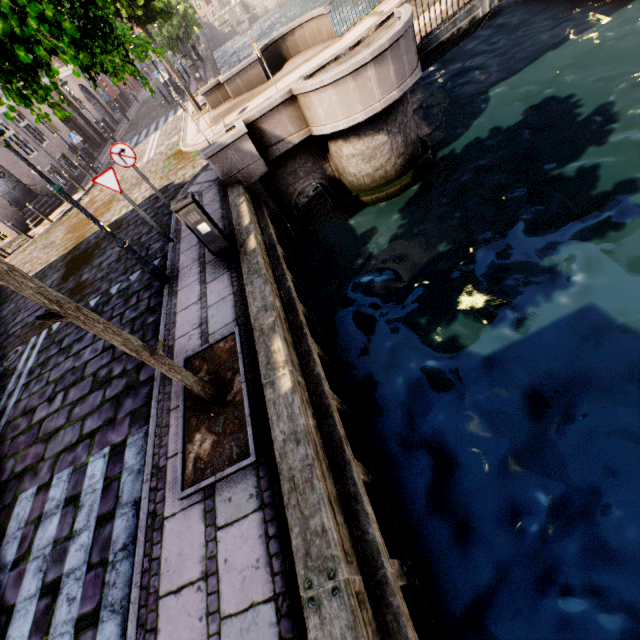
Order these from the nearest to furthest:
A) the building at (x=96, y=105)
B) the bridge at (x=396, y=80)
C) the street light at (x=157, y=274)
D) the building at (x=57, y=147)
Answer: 1. the street light at (x=157, y=274)
2. the bridge at (x=396, y=80)
3. the building at (x=57, y=147)
4. the building at (x=96, y=105)

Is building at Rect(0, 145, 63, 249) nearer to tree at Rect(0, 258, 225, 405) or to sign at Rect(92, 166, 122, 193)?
tree at Rect(0, 258, 225, 405)

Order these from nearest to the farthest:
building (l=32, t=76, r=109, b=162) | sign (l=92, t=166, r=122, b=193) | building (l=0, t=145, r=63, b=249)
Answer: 1. sign (l=92, t=166, r=122, b=193)
2. building (l=0, t=145, r=63, b=249)
3. building (l=32, t=76, r=109, b=162)

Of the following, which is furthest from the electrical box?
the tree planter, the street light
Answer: the tree planter

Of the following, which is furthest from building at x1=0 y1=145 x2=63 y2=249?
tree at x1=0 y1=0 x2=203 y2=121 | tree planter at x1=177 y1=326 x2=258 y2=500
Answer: tree planter at x1=177 y1=326 x2=258 y2=500

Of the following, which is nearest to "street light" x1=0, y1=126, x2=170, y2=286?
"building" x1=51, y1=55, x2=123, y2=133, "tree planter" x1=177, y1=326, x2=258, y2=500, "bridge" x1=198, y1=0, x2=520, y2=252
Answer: "tree planter" x1=177, y1=326, x2=258, y2=500

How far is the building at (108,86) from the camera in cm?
3030

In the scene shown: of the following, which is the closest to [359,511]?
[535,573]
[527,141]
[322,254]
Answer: [535,573]
